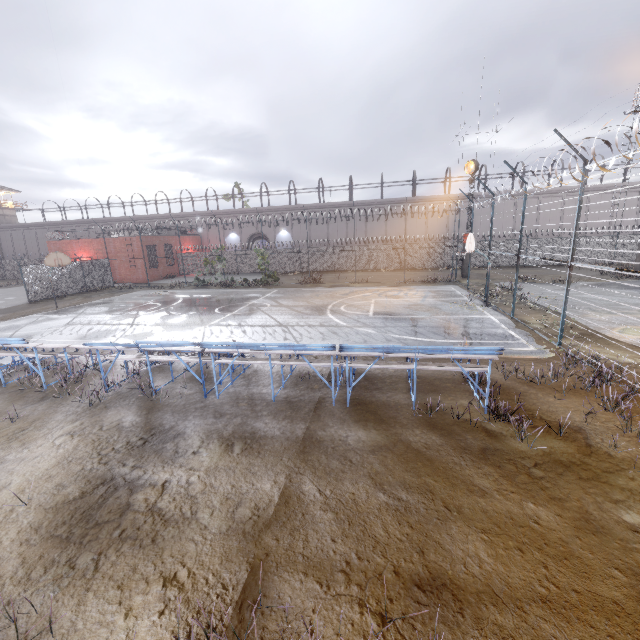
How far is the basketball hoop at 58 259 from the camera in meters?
20.4

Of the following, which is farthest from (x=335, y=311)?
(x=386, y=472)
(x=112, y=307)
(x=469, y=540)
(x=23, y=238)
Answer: (x=23, y=238)

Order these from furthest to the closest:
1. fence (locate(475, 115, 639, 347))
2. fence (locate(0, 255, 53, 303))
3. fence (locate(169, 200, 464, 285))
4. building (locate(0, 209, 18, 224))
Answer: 1. building (locate(0, 209, 18, 224))
2. fence (locate(169, 200, 464, 285))
3. fence (locate(0, 255, 53, 303))
4. fence (locate(475, 115, 639, 347))

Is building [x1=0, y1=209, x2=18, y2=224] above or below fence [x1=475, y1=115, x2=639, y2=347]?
above

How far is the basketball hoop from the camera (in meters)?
20.38

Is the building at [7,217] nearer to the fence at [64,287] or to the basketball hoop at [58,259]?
the fence at [64,287]

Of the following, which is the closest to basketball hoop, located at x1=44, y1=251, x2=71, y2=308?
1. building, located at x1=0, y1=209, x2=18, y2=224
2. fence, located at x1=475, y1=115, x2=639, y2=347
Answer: fence, located at x1=475, y1=115, x2=639, y2=347

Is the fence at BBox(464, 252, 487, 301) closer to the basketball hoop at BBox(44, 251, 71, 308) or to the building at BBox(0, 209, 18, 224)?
the basketball hoop at BBox(44, 251, 71, 308)
